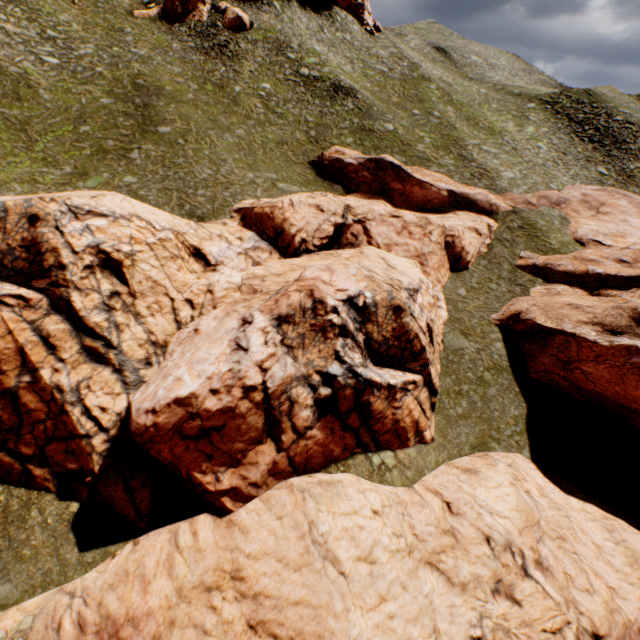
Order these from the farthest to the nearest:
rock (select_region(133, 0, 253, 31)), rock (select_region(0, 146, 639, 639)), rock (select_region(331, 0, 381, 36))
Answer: rock (select_region(331, 0, 381, 36)), rock (select_region(133, 0, 253, 31)), rock (select_region(0, 146, 639, 639))

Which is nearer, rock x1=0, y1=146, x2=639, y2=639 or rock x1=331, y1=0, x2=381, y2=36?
rock x1=0, y1=146, x2=639, y2=639

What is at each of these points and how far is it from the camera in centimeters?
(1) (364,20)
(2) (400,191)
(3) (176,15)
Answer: (1) rock, 4994cm
(2) rock, 2891cm
(3) rock, 3994cm

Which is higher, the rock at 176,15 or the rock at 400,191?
the rock at 176,15

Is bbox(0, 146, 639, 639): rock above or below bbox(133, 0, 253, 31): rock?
below

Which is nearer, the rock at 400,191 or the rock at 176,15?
the rock at 400,191

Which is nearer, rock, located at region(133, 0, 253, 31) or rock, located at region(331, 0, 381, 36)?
rock, located at region(133, 0, 253, 31)
